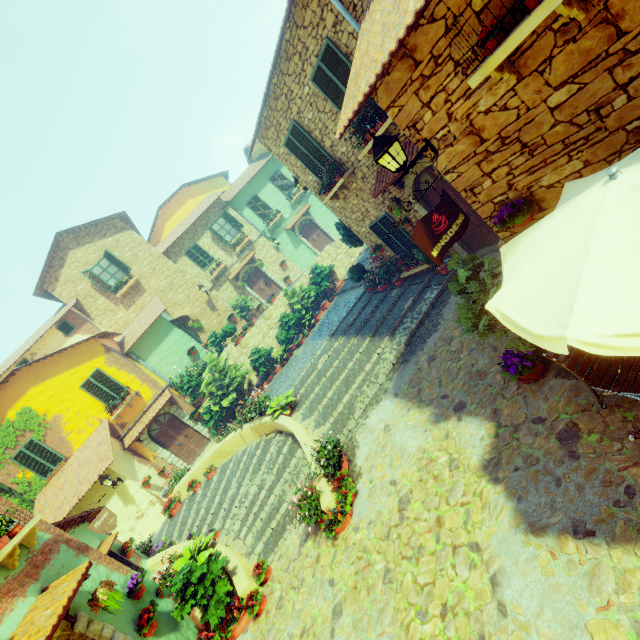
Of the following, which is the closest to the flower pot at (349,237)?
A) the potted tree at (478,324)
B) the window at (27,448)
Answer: the potted tree at (478,324)

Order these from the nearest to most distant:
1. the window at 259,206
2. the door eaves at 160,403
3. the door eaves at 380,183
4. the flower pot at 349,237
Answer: the door eaves at 380,183
the flower pot at 349,237
the door eaves at 160,403
the window at 259,206

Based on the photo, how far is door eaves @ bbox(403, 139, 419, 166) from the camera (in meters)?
7.15

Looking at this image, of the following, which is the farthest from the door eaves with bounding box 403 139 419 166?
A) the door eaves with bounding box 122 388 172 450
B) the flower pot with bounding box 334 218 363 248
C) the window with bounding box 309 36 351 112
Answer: the door eaves with bounding box 122 388 172 450

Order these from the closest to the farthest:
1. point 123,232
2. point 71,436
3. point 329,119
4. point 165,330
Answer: point 329,119 < point 71,436 < point 165,330 < point 123,232

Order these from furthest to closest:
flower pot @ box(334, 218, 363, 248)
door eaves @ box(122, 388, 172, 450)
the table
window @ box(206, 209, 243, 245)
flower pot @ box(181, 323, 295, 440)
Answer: window @ box(206, 209, 243, 245), door eaves @ box(122, 388, 172, 450), flower pot @ box(334, 218, 363, 248), flower pot @ box(181, 323, 295, 440), the table

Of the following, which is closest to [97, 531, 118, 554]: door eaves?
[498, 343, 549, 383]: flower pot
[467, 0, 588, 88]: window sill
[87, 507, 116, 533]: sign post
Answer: [87, 507, 116, 533]: sign post

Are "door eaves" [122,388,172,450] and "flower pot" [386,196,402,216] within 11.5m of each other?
no
